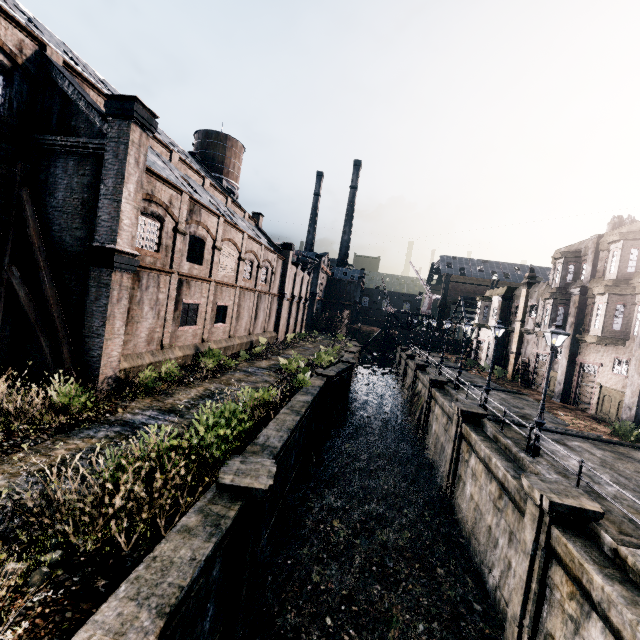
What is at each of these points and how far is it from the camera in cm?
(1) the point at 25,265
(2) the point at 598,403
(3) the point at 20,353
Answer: (1) building, 1441
(2) building, 2300
(3) building, 1470

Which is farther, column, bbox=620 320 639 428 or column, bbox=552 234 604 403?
column, bbox=552 234 604 403

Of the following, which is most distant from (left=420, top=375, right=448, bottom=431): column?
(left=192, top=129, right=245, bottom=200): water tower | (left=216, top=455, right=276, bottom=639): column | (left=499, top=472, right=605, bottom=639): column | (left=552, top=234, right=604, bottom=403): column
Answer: (left=192, top=129, right=245, bottom=200): water tower

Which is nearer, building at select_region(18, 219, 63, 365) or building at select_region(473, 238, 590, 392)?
building at select_region(18, 219, 63, 365)

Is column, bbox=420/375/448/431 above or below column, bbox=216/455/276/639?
above

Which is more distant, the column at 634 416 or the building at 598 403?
the building at 598 403

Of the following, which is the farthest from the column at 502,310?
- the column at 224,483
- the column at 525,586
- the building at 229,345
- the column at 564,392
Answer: the column at 224,483

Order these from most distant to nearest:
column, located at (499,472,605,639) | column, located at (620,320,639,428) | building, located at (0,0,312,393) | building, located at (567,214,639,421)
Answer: building, located at (567,214,639,421) < column, located at (620,320,639,428) < building, located at (0,0,312,393) < column, located at (499,472,605,639)
